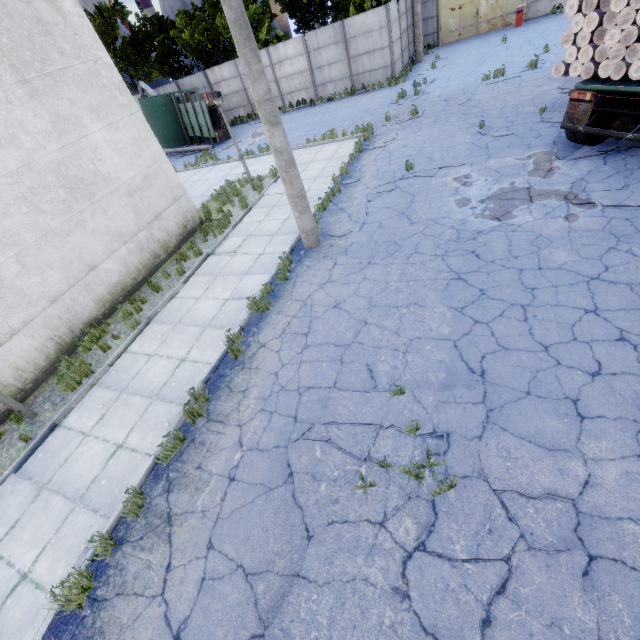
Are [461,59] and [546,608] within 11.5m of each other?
no

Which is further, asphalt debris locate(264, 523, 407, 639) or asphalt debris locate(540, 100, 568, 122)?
asphalt debris locate(540, 100, 568, 122)

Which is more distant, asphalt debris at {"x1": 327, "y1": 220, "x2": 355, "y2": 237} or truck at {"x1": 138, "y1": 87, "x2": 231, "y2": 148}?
truck at {"x1": 138, "y1": 87, "x2": 231, "y2": 148}

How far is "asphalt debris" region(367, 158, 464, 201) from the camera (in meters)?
10.15

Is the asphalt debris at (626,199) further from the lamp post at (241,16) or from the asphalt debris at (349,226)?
the lamp post at (241,16)

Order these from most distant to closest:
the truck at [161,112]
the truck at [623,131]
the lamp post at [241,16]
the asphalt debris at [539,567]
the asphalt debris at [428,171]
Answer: the truck at [161,112], the asphalt debris at [428,171], the truck at [623,131], the lamp post at [241,16], the asphalt debris at [539,567]

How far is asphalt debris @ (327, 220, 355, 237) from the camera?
9.04m

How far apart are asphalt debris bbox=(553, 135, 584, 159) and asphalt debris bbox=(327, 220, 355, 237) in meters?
5.3
